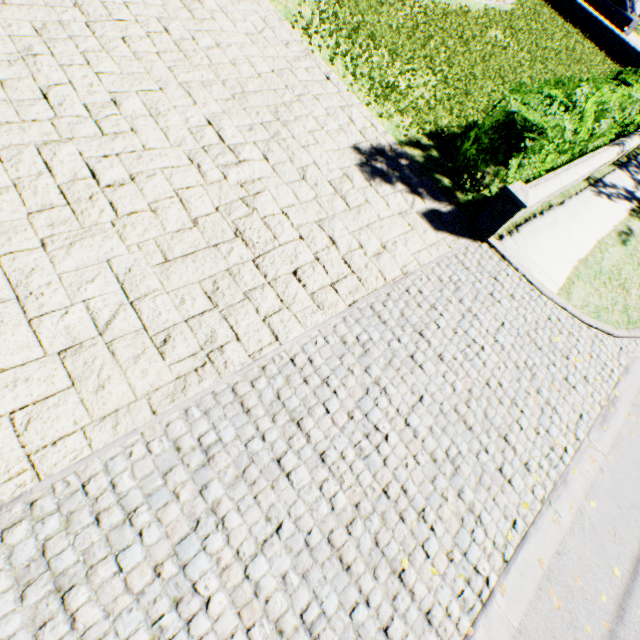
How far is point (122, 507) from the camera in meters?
2.6
